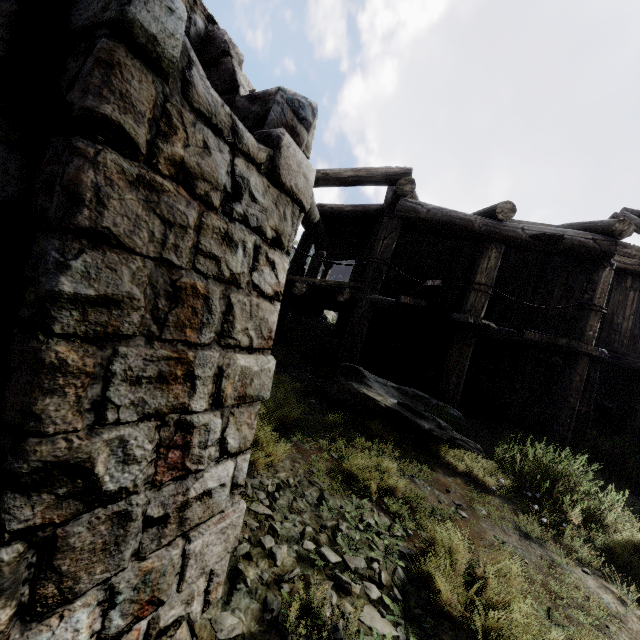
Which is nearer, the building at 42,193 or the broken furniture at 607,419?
the building at 42,193

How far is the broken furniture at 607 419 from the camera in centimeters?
1186cm

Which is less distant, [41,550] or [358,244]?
[41,550]

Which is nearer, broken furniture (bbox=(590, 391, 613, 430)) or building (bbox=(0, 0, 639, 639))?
building (bbox=(0, 0, 639, 639))

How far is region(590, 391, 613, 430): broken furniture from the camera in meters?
11.9 m
